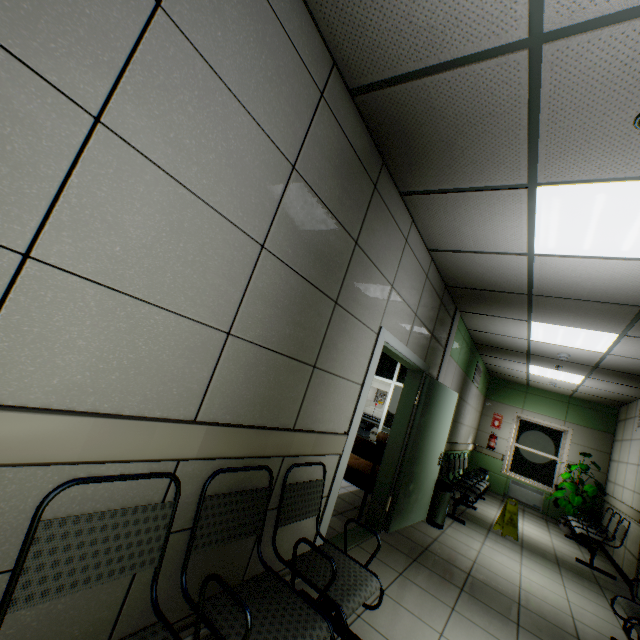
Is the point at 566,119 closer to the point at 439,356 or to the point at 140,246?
the point at 140,246

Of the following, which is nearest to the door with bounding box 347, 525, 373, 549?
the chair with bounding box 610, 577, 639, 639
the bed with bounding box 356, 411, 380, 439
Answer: the chair with bounding box 610, 577, 639, 639

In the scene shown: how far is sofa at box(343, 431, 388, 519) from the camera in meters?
4.2

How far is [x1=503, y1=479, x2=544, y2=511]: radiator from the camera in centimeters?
837cm

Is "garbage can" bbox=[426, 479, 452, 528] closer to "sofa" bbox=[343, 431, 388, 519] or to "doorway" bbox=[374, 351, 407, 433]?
"sofa" bbox=[343, 431, 388, 519]

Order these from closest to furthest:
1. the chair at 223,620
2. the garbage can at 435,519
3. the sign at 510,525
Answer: the chair at 223,620 < the garbage can at 435,519 < the sign at 510,525

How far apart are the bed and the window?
3.6m

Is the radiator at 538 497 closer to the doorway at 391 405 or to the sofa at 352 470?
the doorway at 391 405
